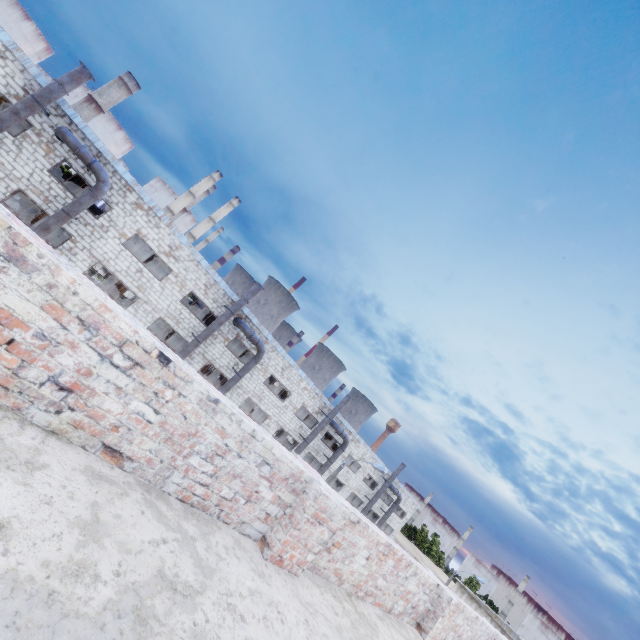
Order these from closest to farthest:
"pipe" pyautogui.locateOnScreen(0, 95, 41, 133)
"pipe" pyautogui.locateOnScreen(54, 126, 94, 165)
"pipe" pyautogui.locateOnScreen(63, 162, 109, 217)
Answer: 1. "pipe" pyautogui.locateOnScreen(0, 95, 41, 133)
2. "pipe" pyautogui.locateOnScreen(54, 126, 94, 165)
3. "pipe" pyautogui.locateOnScreen(63, 162, 109, 217)

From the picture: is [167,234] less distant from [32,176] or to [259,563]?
[32,176]

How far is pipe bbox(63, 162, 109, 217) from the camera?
15.8 meters

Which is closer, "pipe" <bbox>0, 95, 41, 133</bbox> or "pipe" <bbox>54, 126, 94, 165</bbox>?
"pipe" <bbox>0, 95, 41, 133</bbox>

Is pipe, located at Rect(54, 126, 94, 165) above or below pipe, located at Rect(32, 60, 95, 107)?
below

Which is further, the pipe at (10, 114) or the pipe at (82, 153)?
the pipe at (82, 153)
